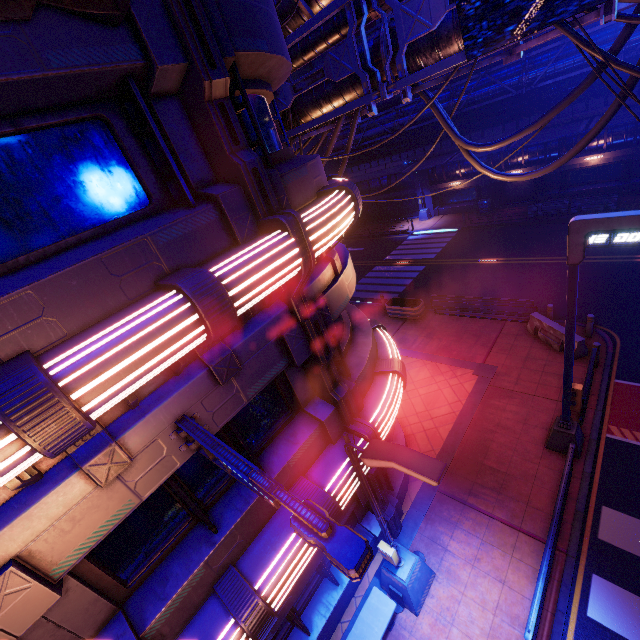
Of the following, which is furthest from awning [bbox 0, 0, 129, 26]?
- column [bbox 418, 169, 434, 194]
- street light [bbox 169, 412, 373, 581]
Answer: column [bbox 418, 169, 434, 194]

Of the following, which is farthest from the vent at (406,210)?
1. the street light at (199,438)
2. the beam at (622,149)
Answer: the street light at (199,438)

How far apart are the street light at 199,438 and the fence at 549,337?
13.4 meters

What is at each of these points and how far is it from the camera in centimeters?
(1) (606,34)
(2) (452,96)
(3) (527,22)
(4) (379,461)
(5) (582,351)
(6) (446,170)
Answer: (1) pipe, 1953cm
(2) pipe, 2597cm
(3) sign, 612cm
(4) street light, 487cm
(5) fence, 1238cm
(6) walkway, 3012cm

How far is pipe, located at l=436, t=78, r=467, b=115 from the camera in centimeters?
2495cm

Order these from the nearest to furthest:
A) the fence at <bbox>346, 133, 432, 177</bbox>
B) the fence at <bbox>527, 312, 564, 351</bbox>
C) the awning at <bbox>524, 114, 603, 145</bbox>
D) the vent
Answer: the fence at <bbox>527, 312, 564, 351</bbox>
the awning at <bbox>524, 114, 603, 145</bbox>
the fence at <bbox>346, 133, 432, 177</bbox>
the vent

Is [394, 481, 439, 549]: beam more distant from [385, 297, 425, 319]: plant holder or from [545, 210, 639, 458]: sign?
[385, 297, 425, 319]: plant holder

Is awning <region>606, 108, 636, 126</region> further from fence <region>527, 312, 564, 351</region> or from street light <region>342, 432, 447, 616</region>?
street light <region>342, 432, 447, 616</region>
